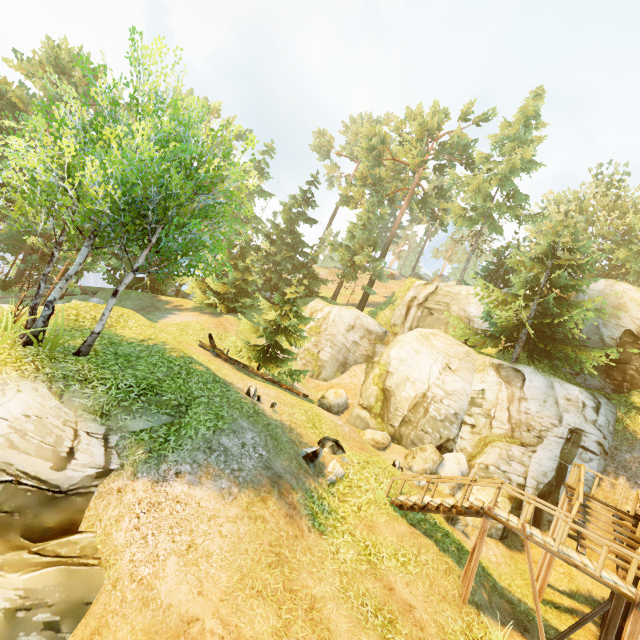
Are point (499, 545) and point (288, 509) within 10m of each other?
no

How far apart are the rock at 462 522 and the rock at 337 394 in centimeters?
909cm

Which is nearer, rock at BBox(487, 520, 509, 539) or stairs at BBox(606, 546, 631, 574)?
stairs at BBox(606, 546, 631, 574)

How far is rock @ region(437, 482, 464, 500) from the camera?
15.1m

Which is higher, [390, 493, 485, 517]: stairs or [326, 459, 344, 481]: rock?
[390, 493, 485, 517]: stairs

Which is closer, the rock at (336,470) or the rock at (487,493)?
the rock at (336,470)

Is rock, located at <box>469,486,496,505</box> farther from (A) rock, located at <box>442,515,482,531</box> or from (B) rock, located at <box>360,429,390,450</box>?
(B) rock, located at <box>360,429,390,450</box>

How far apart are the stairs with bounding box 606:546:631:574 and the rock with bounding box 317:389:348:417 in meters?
12.7
